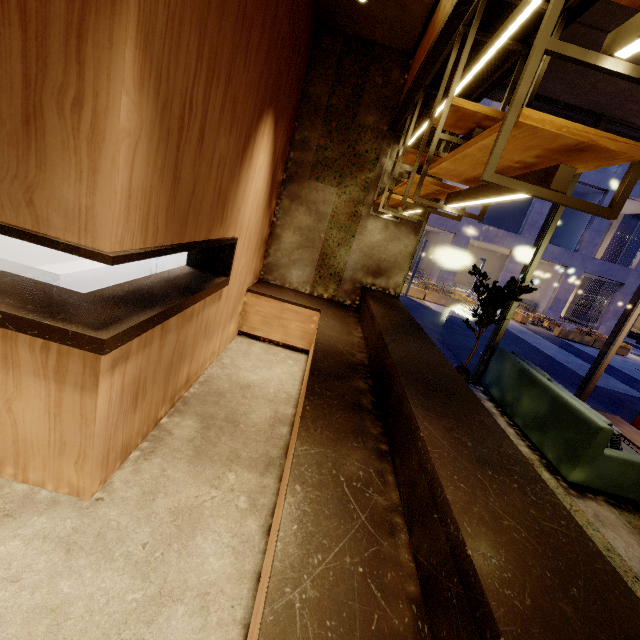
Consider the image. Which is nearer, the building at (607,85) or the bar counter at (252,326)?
the bar counter at (252,326)

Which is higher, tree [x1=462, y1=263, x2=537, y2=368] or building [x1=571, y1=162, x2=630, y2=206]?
building [x1=571, y1=162, x2=630, y2=206]

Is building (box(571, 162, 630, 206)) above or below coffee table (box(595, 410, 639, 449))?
above

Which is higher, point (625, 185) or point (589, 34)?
point (589, 34)

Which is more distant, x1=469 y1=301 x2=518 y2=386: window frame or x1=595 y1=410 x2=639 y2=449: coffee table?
x1=469 y1=301 x2=518 y2=386: window frame

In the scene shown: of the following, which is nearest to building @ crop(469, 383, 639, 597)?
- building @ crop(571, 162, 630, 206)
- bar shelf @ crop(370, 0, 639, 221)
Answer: bar shelf @ crop(370, 0, 639, 221)

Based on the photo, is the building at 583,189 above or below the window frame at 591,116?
above
